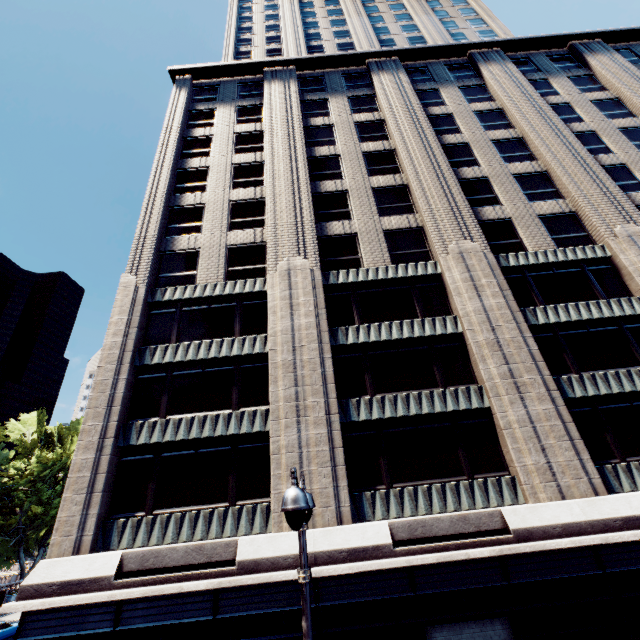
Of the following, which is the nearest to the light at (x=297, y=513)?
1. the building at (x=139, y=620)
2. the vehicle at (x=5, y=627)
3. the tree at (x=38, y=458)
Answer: the building at (x=139, y=620)

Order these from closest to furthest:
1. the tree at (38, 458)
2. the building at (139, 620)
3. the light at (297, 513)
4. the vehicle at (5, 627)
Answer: the light at (297, 513)
the building at (139, 620)
the vehicle at (5, 627)
the tree at (38, 458)

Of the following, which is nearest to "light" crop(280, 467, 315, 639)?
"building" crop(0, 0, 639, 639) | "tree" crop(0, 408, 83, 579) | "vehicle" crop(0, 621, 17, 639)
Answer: "building" crop(0, 0, 639, 639)

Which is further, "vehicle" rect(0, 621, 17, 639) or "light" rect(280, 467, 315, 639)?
"vehicle" rect(0, 621, 17, 639)

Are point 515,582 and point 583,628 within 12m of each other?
yes

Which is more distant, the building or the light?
the building
